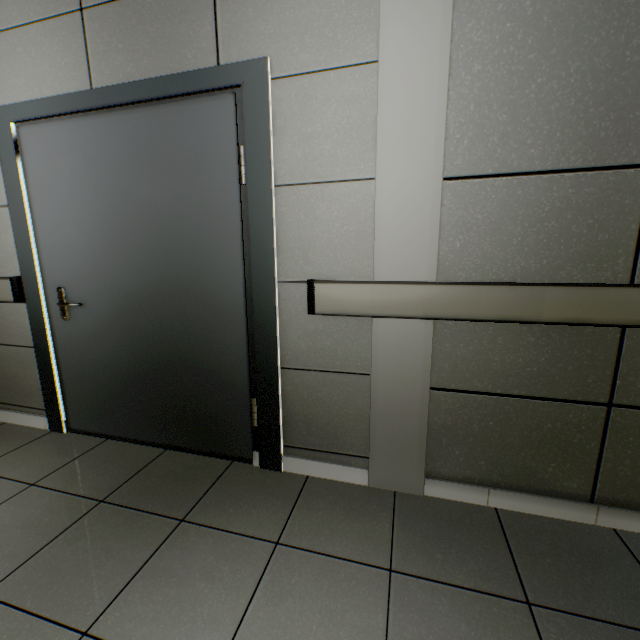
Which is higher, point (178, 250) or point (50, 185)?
point (50, 185)

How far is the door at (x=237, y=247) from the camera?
1.7m

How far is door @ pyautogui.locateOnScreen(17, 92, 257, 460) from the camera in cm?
172
